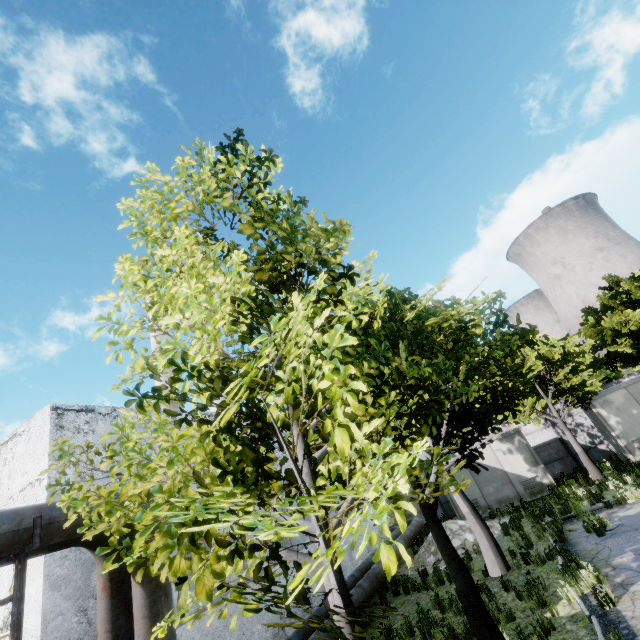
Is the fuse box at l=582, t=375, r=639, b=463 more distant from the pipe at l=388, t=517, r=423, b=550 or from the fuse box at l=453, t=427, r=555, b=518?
the pipe at l=388, t=517, r=423, b=550

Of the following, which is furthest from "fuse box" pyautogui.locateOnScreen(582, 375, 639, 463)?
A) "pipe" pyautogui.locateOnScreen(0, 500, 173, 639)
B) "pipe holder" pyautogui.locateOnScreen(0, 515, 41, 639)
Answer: "pipe holder" pyautogui.locateOnScreen(0, 515, 41, 639)

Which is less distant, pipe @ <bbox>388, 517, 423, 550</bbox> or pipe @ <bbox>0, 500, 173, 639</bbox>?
pipe @ <bbox>0, 500, 173, 639</bbox>

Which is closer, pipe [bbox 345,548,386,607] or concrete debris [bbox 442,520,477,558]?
pipe [bbox 345,548,386,607]

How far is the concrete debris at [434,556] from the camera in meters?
13.7

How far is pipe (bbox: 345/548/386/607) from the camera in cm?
990

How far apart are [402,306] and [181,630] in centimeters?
892cm

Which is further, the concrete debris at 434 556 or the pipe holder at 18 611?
the concrete debris at 434 556
